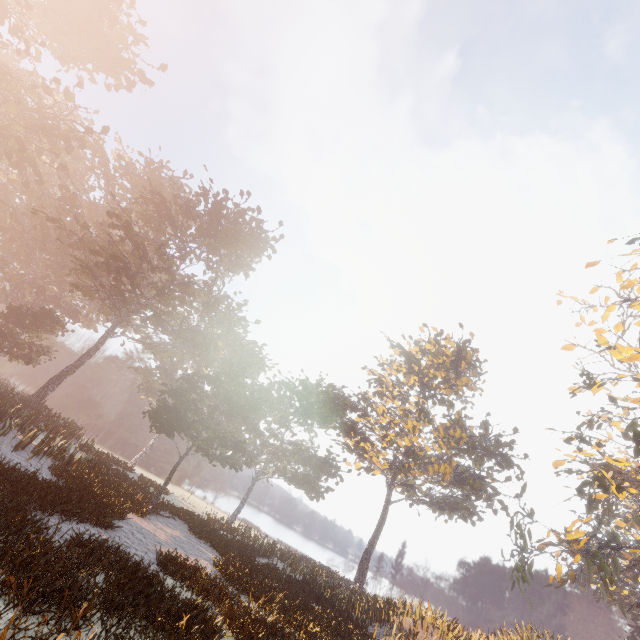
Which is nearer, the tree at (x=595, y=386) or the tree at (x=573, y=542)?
the tree at (x=595, y=386)

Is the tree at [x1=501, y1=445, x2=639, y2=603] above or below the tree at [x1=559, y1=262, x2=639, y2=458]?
below

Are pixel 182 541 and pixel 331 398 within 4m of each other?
no

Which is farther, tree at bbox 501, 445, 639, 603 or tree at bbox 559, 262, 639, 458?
tree at bbox 501, 445, 639, 603

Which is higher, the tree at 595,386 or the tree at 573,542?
the tree at 595,386
